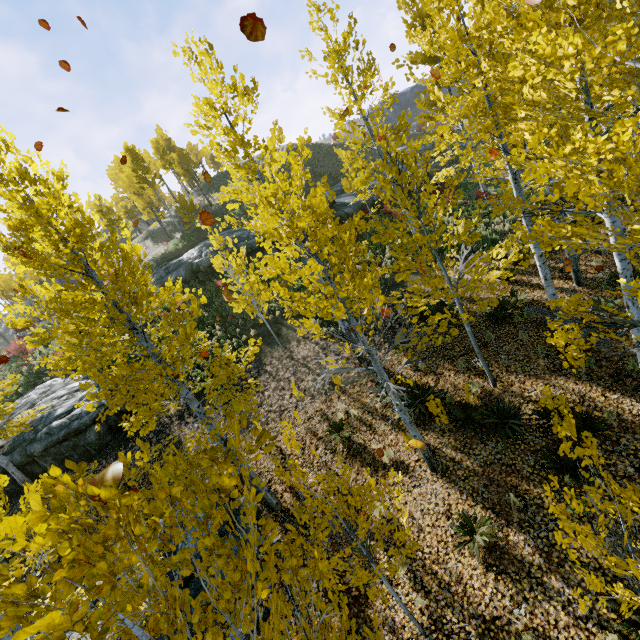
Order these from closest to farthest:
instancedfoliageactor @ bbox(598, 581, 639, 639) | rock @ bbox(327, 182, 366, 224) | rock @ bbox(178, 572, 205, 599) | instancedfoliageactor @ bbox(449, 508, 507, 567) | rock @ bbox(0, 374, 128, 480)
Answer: instancedfoliageactor @ bbox(598, 581, 639, 639)
instancedfoliageactor @ bbox(449, 508, 507, 567)
rock @ bbox(178, 572, 205, 599)
rock @ bbox(0, 374, 128, 480)
rock @ bbox(327, 182, 366, 224)

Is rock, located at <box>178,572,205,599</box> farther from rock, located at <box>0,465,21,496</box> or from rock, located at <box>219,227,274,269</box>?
rock, located at <box>219,227,274,269</box>

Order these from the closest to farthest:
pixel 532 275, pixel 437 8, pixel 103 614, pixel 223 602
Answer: pixel 103 614
pixel 223 602
pixel 532 275
pixel 437 8

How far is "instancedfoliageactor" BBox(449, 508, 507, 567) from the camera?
6.0m

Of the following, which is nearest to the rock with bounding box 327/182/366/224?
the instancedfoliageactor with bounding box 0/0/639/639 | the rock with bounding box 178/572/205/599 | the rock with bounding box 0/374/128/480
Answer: the rock with bounding box 0/374/128/480

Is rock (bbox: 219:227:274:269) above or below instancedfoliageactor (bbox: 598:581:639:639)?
above

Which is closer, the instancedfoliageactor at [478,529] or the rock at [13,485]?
the instancedfoliageactor at [478,529]

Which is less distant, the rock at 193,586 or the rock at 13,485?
the rock at 193,586
